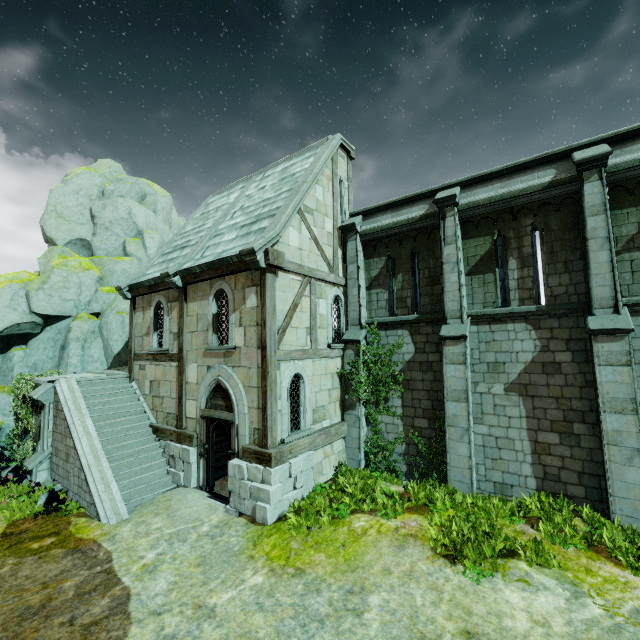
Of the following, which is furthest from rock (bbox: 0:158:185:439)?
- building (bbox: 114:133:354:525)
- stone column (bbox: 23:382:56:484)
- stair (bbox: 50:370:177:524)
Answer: stone column (bbox: 23:382:56:484)

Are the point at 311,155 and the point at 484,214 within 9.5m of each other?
yes

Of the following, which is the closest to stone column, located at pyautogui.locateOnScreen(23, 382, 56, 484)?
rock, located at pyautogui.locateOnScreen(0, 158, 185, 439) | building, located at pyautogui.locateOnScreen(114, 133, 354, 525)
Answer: building, located at pyautogui.locateOnScreen(114, 133, 354, 525)

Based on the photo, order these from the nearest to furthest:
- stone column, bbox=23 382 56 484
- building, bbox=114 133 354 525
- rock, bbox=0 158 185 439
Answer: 1. building, bbox=114 133 354 525
2. stone column, bbox=23 382 56 484
3. rock, bbox=0 158 185 439

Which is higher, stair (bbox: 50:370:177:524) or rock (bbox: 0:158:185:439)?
rock (bbox: 0:158:185:439)

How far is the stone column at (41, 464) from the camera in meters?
11.3

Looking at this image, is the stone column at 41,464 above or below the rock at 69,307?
below
